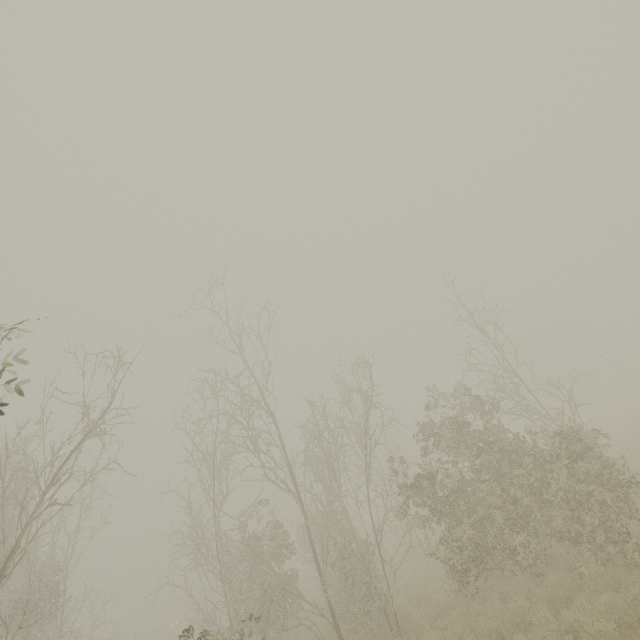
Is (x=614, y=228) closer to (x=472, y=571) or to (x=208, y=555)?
(x=472, y=571)
